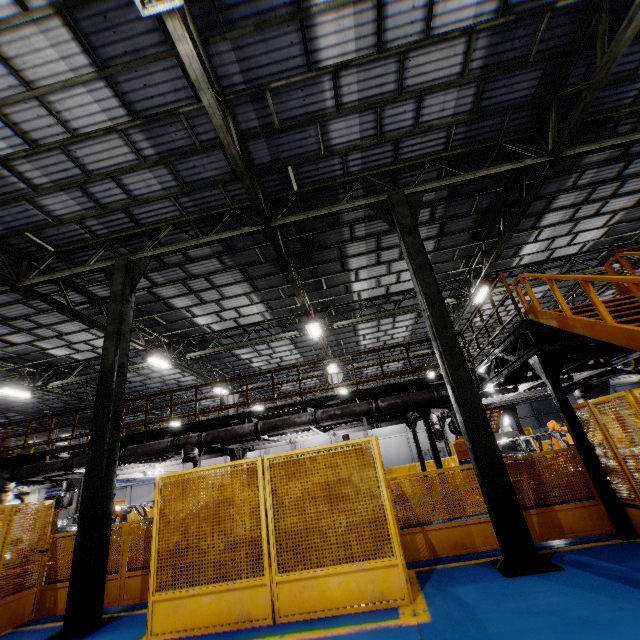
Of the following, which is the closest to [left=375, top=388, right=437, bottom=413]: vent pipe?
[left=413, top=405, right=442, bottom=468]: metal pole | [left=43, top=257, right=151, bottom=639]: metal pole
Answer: [left=413, top=405, right=442, bottom=468]: metal pole

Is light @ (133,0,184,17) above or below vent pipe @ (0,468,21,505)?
above

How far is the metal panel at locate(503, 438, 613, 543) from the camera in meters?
6.1

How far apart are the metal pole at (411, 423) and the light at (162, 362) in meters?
11.3 m

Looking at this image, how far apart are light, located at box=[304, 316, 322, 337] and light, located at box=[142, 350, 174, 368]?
7.0m

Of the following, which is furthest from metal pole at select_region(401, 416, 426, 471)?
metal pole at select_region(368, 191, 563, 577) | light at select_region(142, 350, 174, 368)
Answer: light at select_region(142, 350, 174, 368)

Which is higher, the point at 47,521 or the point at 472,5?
the point at 472,5

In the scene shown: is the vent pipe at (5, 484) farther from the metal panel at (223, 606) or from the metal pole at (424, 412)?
the metal panel at (223, 606)
